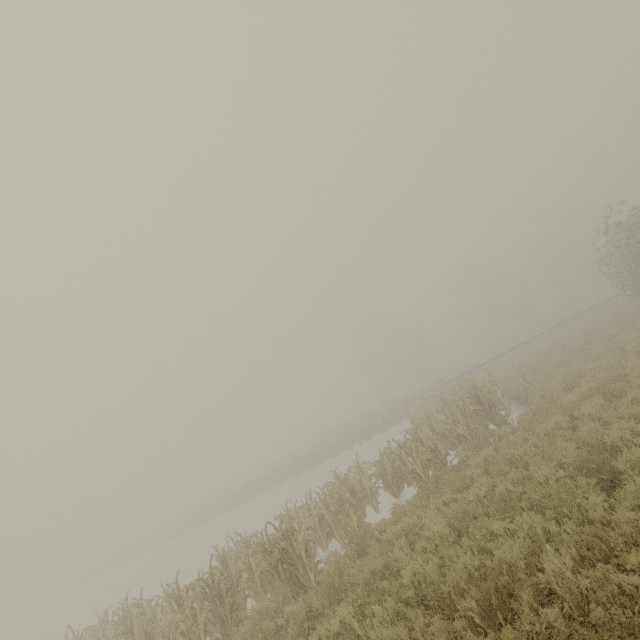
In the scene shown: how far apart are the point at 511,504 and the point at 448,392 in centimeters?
1780cm
